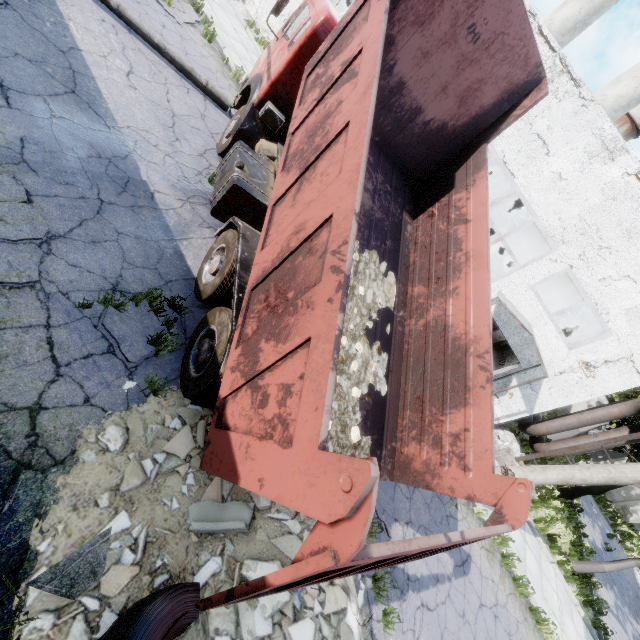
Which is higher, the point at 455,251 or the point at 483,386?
the point at 455,251

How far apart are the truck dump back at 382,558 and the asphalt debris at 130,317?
2.8 meters

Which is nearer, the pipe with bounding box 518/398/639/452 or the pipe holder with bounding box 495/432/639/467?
the pipe holder with bounding box 495/432/639/467

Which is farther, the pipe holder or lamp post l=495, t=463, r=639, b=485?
the pipe holder

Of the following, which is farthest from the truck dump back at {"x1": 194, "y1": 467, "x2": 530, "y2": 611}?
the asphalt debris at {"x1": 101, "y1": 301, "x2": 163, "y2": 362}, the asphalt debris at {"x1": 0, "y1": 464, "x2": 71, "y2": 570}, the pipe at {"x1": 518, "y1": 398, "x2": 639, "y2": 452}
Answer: the pipe at {"x1": 518, "y1": 398, "x2": 639, "y2": 452}

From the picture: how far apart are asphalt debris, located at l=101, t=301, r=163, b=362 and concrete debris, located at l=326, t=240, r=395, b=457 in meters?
2.0 m

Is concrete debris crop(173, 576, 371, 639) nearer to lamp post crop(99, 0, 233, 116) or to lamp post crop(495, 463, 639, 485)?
lamp post crop(495, 463, 639, 485)

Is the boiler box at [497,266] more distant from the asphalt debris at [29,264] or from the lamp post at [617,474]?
the asphalt debris at [29,264]
